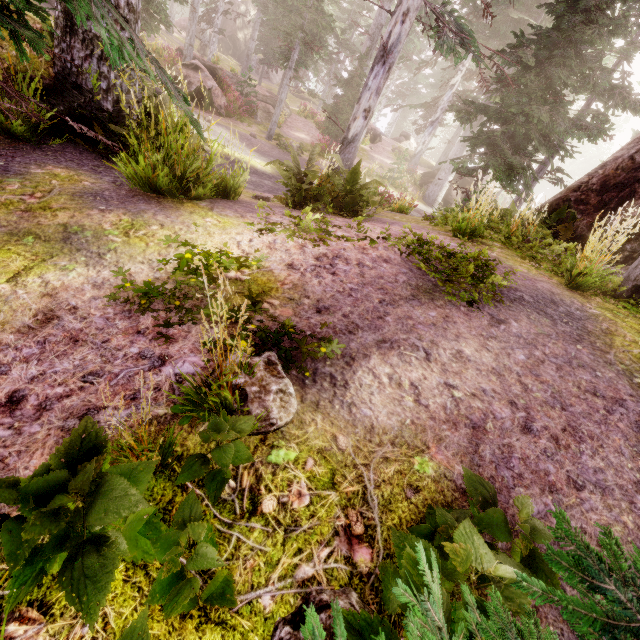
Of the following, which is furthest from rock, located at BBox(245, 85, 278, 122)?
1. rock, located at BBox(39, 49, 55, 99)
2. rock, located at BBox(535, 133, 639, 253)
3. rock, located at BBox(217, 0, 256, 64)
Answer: rock, located at BBox(217, 0, 256, 64)

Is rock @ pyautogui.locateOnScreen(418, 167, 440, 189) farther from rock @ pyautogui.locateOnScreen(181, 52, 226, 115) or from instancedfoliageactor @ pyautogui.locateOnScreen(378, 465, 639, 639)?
rock @ pyautogui.locateOnScreen(181, 52, 226, 115)

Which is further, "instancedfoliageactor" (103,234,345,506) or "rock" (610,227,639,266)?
"rock" (610,227,639,266)

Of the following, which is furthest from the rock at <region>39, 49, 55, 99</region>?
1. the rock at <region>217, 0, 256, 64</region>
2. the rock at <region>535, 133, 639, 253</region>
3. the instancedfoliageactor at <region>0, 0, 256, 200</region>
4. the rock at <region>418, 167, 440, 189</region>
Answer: the rock at <region>418, 167, 440, 189</region>

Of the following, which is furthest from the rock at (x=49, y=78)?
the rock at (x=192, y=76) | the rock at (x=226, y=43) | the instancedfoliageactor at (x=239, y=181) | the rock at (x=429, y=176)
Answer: the rock at (x=429, y=176)

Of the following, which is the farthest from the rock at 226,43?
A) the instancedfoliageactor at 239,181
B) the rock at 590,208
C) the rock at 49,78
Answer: the rock at 590,208

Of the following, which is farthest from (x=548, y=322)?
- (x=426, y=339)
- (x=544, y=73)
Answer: (x=544, y=73)

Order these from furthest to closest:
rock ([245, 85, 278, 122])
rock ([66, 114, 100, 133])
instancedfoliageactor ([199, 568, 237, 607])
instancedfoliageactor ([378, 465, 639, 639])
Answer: rock ([245, 85, 278, 122]) < rock ([66, 114, 100, 133]) < instancedfoliageactor ([199, 568, 237, 607]) < instancedfoliageactor ([378, 465, 639, 639])
